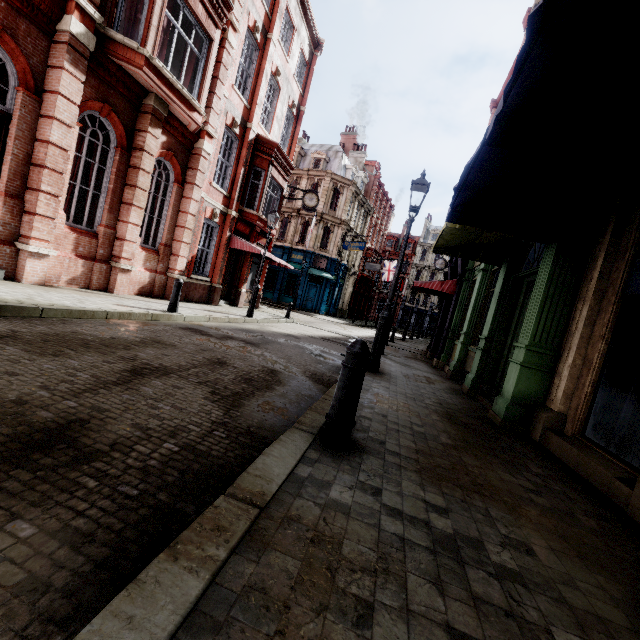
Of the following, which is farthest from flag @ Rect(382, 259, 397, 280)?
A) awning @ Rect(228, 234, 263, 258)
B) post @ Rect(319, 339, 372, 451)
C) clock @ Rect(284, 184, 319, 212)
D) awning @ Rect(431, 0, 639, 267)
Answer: post @ Rect(319, 339, 372, 451)

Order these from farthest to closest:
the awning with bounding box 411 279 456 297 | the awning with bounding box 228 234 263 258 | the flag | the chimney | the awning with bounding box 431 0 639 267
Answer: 1. the flag
2. the chimney
3. the awning with bounding box 228 234 263 258
4. the awning with bounding box 411 279 456 297
5. the awning with bounding box 431 0 639 267

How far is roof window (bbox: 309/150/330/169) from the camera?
33.00m

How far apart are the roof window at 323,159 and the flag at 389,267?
16.5 meters

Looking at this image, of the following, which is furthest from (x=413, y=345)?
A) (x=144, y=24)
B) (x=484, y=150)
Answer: (x=144, y=24)

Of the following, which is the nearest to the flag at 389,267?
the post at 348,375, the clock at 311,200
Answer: the clock at 311,200

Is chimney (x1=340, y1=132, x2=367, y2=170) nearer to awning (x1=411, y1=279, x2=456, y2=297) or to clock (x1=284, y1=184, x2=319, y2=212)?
clock (x1=284, y1=184, x2=319, y2=212)

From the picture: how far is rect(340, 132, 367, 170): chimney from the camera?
39.53m
